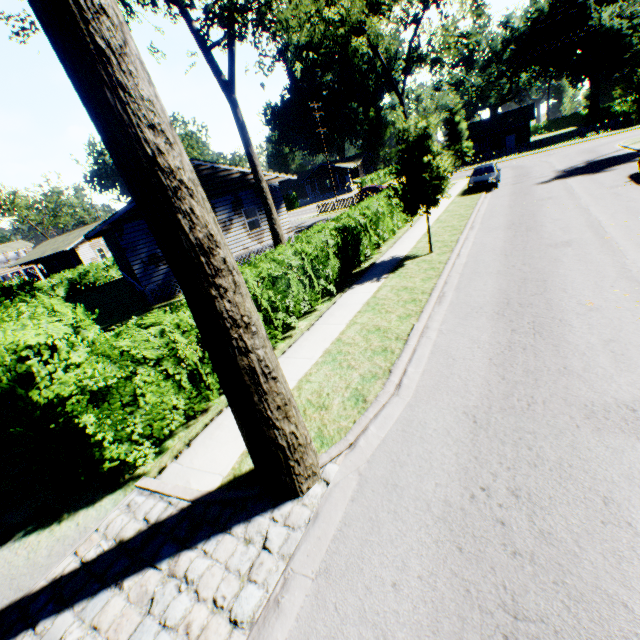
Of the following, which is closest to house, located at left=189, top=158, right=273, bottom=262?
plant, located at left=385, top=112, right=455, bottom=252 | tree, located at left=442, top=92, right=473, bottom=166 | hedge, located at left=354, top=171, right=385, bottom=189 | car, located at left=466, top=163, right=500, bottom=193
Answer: plant, located at left=385, top=112, right=455, bottom=252

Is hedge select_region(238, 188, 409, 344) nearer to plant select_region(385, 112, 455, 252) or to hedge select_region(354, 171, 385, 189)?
plant select_region(385, 112, 455, 252)

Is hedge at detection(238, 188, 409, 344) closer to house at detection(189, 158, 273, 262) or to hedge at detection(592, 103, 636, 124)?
house at detection(189, 158, 273, 262)

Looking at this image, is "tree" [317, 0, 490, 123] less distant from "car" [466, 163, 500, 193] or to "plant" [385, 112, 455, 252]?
"car" [466, 163, 500, 193]

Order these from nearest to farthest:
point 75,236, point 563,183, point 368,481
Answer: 1. point 368,481
2. point 563,183
3. point 75,236

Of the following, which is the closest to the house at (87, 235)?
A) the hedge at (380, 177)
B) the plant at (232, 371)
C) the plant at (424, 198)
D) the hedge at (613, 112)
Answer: the plant at (424, 198)

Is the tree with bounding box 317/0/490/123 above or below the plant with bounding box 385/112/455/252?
above

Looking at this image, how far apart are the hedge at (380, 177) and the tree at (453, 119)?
13.64m
